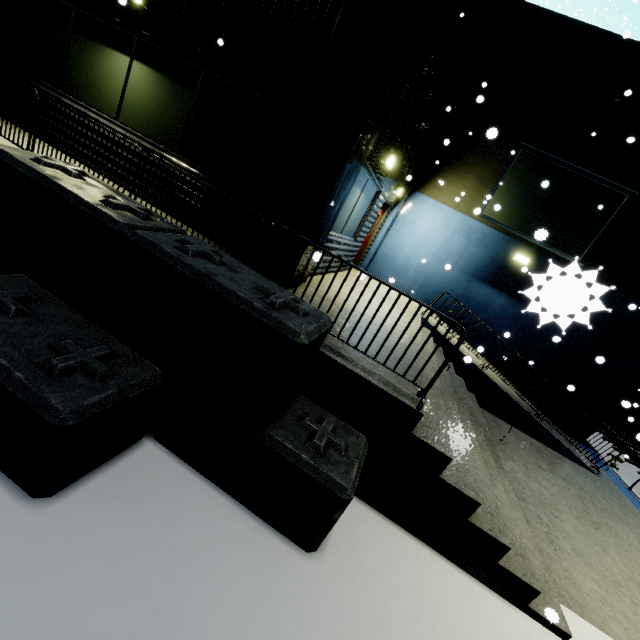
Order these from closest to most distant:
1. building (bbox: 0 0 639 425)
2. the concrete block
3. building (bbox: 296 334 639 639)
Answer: the concrete block, building (bbox: 296 334 639 639), building (bbox: 0 0 639 425)

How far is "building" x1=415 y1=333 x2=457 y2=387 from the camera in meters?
4.6

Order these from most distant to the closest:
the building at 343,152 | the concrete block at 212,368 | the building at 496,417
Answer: the building at 343,152 < the building at 496,417 < the concrete block at 212,368

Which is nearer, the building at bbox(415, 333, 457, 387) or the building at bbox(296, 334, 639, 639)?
the building at bbox(296, 334, 639, 639)

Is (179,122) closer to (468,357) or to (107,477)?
(107,477)

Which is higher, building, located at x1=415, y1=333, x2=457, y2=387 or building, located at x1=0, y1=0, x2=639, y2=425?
building, located at x1=0, y1=0, x2=639, y2=425

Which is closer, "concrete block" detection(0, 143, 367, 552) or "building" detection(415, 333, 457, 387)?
"concrete block" detection(0, 143, 367, 552)

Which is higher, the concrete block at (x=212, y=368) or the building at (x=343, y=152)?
the building at (x=343, y=152)
